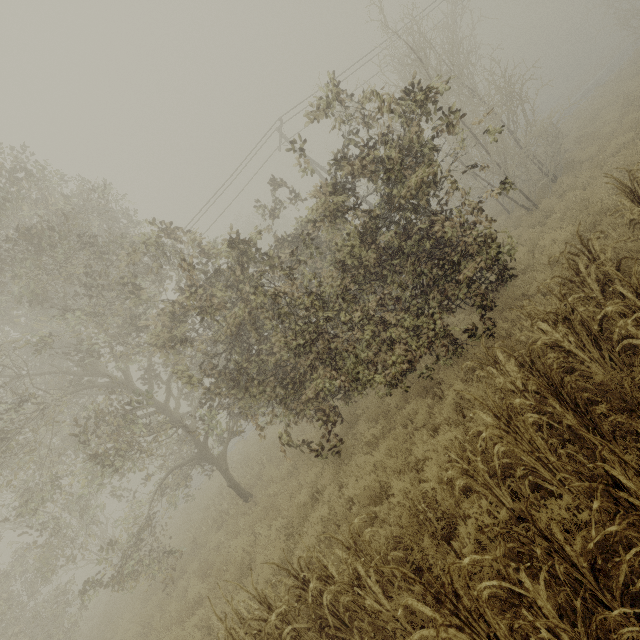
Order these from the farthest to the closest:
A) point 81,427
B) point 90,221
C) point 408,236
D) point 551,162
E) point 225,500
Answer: point 225,500 < point 81,427 < point 551,162 < point 90,221 < point 408,236
